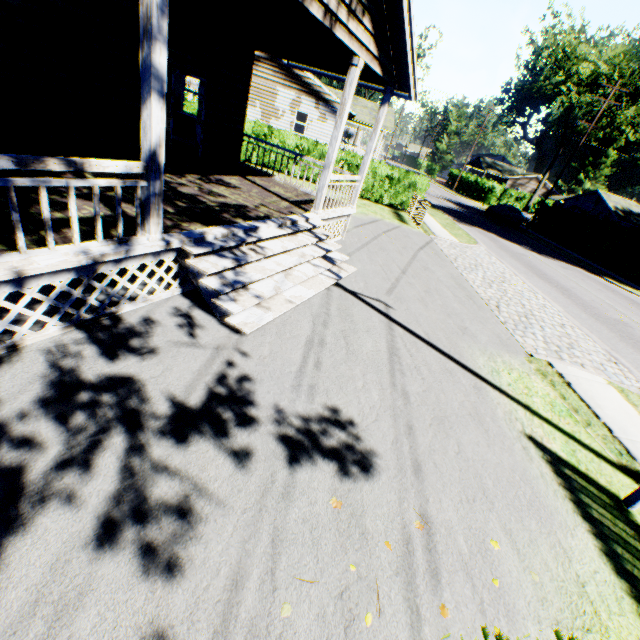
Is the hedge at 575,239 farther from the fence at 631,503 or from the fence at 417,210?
the fence at 631,503

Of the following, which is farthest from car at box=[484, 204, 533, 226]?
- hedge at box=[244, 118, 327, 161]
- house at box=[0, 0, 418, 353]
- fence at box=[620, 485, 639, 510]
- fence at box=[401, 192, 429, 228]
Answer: fence at box=[620, 485, 639, 510]

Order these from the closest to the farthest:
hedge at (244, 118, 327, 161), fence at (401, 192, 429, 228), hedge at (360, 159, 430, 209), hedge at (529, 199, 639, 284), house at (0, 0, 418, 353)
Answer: house at (0, 0, 418, 353)
fence at (401, 192, 429, 228)
hedge at (244, 118, 327, 161)
hedge at (360, 159, 430, 209)
hedge at (529, 199, 639, 284)

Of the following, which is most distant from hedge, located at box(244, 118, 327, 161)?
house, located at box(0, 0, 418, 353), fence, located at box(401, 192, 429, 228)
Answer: house, located at box(0, 0, 418, 353)

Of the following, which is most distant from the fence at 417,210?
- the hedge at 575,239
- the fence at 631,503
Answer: the hedge at 575,239

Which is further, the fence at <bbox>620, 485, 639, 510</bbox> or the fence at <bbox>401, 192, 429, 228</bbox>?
the fence at <bbox>401, 192, 429, 228</bbox>

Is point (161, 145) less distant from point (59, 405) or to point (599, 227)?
point (59, 405)

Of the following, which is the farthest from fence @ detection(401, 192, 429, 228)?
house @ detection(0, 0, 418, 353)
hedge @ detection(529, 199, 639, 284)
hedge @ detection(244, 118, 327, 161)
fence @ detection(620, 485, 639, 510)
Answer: hedge @ detection(529, 199, 639, 284)
